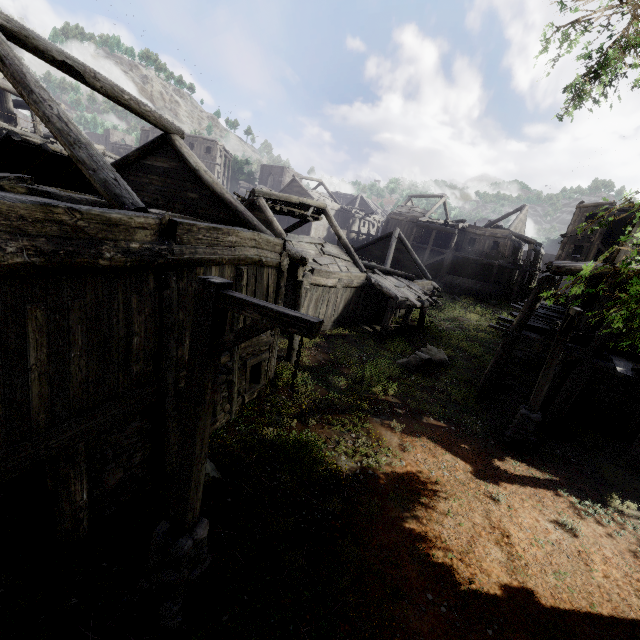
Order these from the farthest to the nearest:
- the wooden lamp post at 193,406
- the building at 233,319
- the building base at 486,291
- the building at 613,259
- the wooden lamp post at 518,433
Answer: the building base at 486,291 → the building at 613,259 → the wooden lamp post at 518,433 → the building at 233,319 → the wooden lamp post at 193,406

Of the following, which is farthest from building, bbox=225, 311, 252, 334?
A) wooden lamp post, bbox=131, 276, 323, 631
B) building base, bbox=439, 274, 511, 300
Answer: wooden lamp post, bbox=131, 276, 323, 631

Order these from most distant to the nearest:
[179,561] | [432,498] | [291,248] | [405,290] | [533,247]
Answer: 1. [533,247]
2. [405,290]
3. [291,248]
4. [432,498]
5. [179,561]

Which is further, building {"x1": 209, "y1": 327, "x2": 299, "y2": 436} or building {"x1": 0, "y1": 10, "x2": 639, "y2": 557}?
building {"x1": 209, "y1": 327, "x2": 299, "y2": 436}

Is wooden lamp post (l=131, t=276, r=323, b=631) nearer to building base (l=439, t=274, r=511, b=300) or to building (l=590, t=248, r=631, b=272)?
building (l=590, t=248, r=631, b=272)

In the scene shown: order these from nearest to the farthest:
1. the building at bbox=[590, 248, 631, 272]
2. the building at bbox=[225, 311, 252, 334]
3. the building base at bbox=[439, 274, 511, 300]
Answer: the building at bbox=[225, 311, 252, 334] → the building at bbox=[590, 248, 631, 272] → the building base at bbox=[439, 274, 511, 300]

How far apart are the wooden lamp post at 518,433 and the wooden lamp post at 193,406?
8.3m
